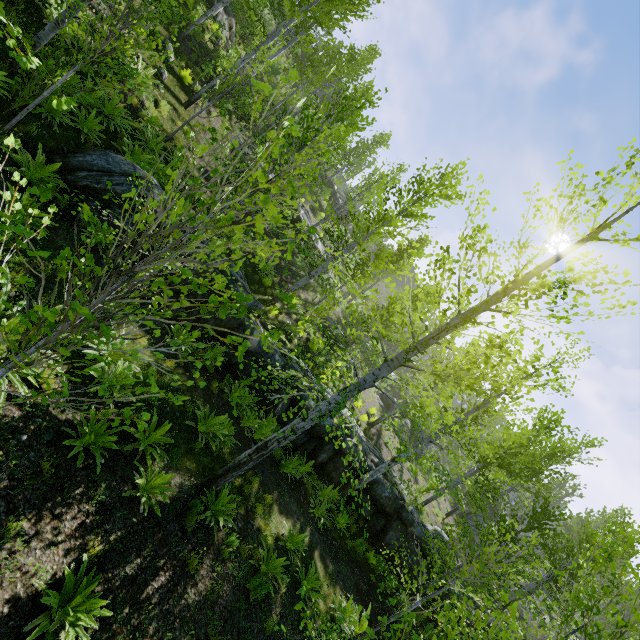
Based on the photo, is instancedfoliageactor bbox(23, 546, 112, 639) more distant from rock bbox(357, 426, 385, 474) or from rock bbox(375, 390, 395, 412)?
rock bbox(375, 390, 395, 412)

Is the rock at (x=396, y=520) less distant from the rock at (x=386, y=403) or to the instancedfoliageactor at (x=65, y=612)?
the instancedfoliageactor at (x=65, y=612)

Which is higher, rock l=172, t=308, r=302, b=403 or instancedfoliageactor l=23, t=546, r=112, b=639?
rock l=172, t=308, r=302, b=403

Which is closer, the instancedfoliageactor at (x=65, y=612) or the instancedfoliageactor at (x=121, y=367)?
the instancedfoliageactor at (x=121, y=367)

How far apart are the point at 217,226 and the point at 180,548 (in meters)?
6.43

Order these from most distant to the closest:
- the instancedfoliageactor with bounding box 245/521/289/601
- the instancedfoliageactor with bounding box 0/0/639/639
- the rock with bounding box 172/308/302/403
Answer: the rock with bounding box 172/308/302/403 → the instancedfoliageactor with bounding box 245/521/289/601 → the instancedfoliageactor with bounding box 0/0/639/639

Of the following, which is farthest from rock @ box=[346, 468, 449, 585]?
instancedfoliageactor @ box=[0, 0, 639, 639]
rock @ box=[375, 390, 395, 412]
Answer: rock @ box=[375, 390, 395, 412]
